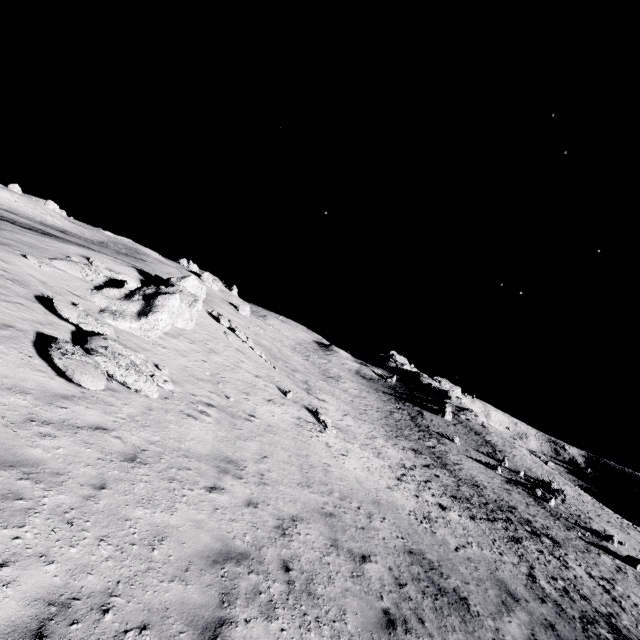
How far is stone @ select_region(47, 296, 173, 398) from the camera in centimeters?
810cm

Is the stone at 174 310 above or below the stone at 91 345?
above

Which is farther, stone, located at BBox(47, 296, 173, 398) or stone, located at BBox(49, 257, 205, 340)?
stone, located at BBox(49, 257, 205, 340)

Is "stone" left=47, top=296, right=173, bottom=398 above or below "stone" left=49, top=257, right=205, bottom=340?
below

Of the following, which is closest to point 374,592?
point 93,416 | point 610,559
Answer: point 93,416

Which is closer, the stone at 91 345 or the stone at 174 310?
the stone at 91 345

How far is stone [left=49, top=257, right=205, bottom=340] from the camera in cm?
1467
